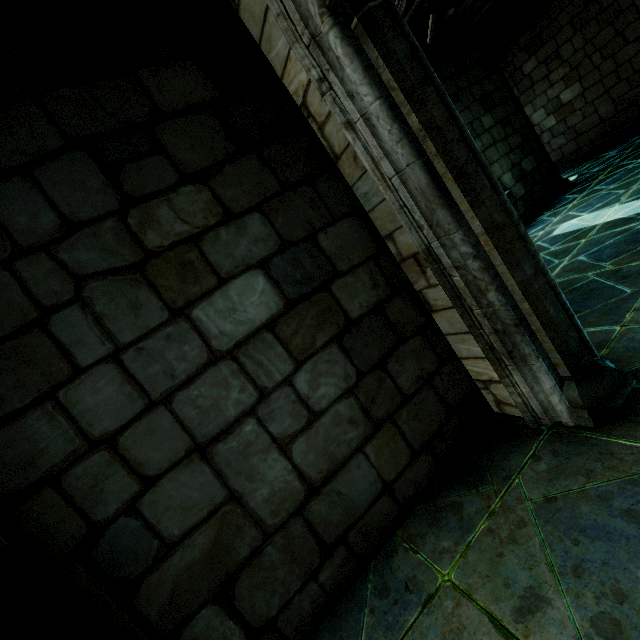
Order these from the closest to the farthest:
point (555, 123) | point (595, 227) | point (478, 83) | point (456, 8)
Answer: point (595, 227) → point (456, 8) → point (478, 83) → point (555, 123)
